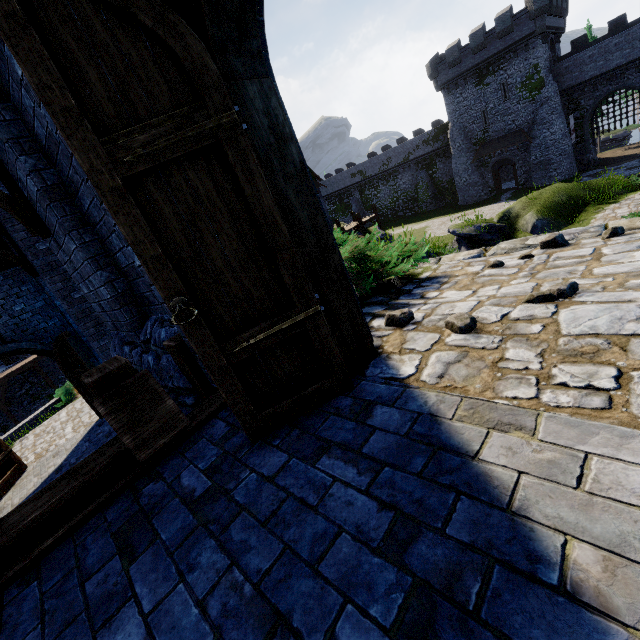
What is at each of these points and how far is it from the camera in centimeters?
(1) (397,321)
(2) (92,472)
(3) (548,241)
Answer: (1) instancedfoliageactor, 294cm
(2) stairs, 222cm
(3) instancedfoliageactor, 386cm

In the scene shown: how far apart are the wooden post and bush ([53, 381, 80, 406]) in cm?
1819

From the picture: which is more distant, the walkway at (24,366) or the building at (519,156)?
the building at (519,156)

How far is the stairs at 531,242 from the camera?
4.46m

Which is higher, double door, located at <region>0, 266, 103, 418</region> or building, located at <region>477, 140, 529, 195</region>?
double door, located at <region>0, 266, 103, 418</region>

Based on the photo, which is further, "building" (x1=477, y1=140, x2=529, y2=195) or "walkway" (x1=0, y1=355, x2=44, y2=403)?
"building" (x1=477, y1=140, x2=529, y2=195)

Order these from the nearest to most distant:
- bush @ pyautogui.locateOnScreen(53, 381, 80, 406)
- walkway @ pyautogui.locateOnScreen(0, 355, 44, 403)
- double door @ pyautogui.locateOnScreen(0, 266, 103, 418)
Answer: double door @ pyautogui.locateOnScreen(0, 266, 103, 418) < bush @ pyautogui.locateOnScreen(53, 381, 80, 406) < walkway @ pyautogui.locateOnScreen(0, 355, 44, 403)

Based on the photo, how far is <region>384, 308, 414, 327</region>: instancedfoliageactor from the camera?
2.90m
